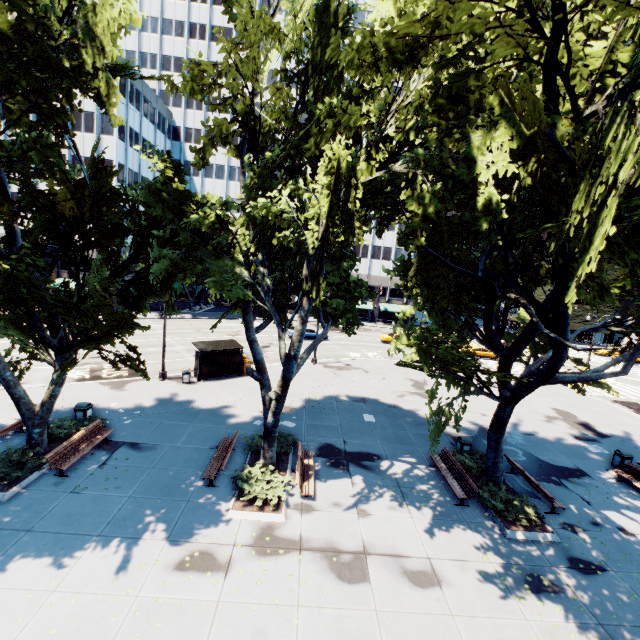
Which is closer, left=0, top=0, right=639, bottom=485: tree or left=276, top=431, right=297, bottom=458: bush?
left=0, top=0, right=639, bottom=485: tree

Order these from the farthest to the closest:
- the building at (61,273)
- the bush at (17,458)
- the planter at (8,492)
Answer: the building at (61,273) → the bush at (17,458) → the planter at (8,492)

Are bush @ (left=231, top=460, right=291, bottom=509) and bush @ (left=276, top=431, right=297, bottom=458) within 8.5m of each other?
yes

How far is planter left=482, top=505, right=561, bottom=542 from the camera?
11.1m

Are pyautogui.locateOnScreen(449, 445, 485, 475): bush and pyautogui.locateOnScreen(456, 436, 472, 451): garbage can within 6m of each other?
yes

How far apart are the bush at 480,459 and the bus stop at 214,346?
15.0m

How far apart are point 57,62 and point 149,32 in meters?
66.3

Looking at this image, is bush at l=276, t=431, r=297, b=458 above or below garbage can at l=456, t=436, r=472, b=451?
below
